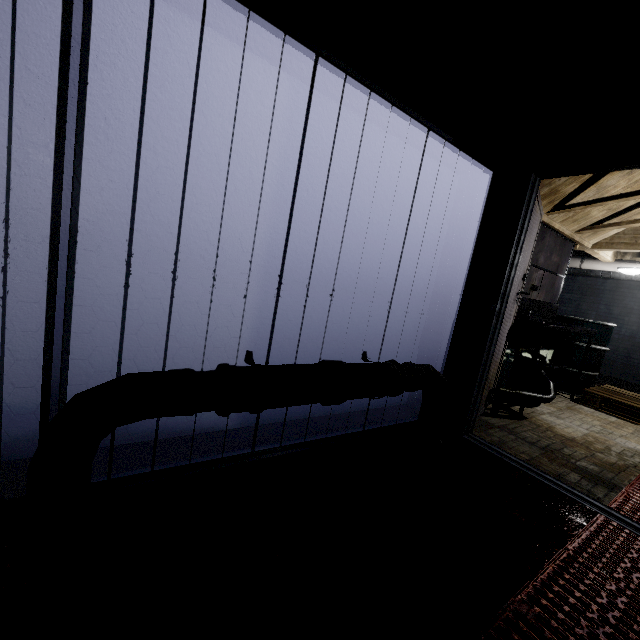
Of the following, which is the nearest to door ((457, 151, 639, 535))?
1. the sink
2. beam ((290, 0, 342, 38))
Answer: the sink

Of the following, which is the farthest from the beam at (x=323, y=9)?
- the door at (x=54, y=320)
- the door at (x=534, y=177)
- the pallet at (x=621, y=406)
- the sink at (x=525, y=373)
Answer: the pallet at (x=621, y=406)

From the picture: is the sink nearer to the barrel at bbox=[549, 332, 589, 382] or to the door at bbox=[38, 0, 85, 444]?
the barrel at bbox=[549, 332, 589, 382]

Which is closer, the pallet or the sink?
the sink

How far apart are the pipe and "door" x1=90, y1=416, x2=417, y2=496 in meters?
0.1 m

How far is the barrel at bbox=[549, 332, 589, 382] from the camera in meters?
4.2

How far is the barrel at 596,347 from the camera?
4.2 meters

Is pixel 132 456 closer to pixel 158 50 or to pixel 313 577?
pixel 313 577
